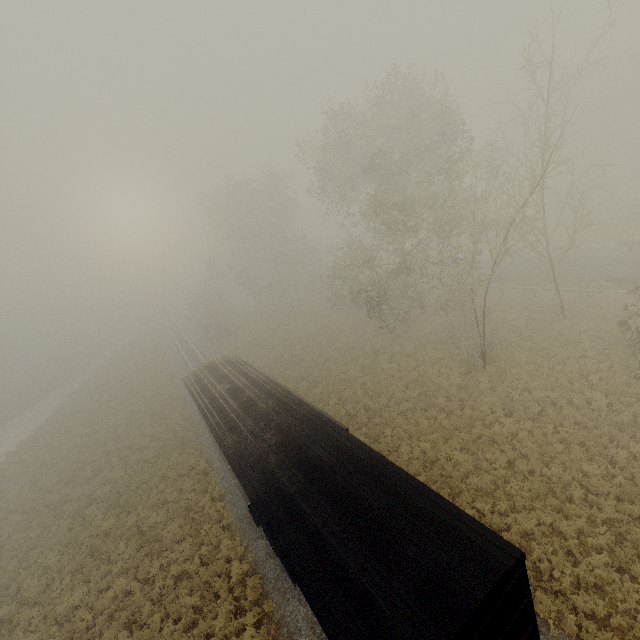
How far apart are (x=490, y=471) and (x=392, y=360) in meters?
11.4

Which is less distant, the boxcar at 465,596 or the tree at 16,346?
the boxcar at 465,596

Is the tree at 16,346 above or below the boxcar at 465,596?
above

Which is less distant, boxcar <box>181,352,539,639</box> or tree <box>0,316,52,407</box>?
boxcar <box>181,352,539,639</box>

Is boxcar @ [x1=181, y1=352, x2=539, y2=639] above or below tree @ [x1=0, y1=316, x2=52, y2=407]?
below
